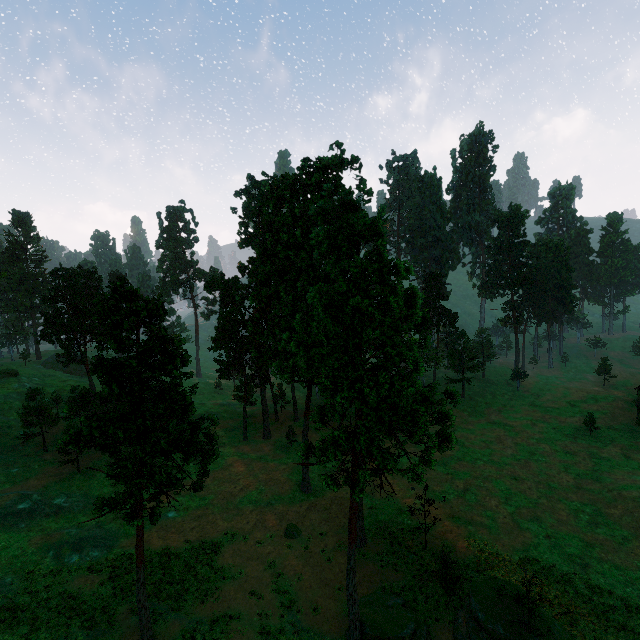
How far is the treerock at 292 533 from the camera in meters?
31.8 m

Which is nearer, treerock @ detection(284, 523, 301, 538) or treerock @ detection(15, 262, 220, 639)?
treerock @ detection(15, 262, 220, 639)

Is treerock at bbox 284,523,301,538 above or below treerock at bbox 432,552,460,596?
below

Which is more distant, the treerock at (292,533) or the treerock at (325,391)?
the treerock at (292,533)

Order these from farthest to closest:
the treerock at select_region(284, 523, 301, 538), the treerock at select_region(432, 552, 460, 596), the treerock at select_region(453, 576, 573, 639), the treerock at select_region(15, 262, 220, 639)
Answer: the treerock at select_region(284, 523, 301, 538) → the treerock at select_region(432, 552, 460, 596) → the treerock at select_region(453, 576, 573, 639) → the treerock at select_region(15, 262, 220, 639)

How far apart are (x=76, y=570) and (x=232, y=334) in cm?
3021

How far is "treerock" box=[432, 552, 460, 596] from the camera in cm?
2475

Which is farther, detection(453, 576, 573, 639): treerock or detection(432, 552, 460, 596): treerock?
detection(432, 552, 460, 596): treerock
